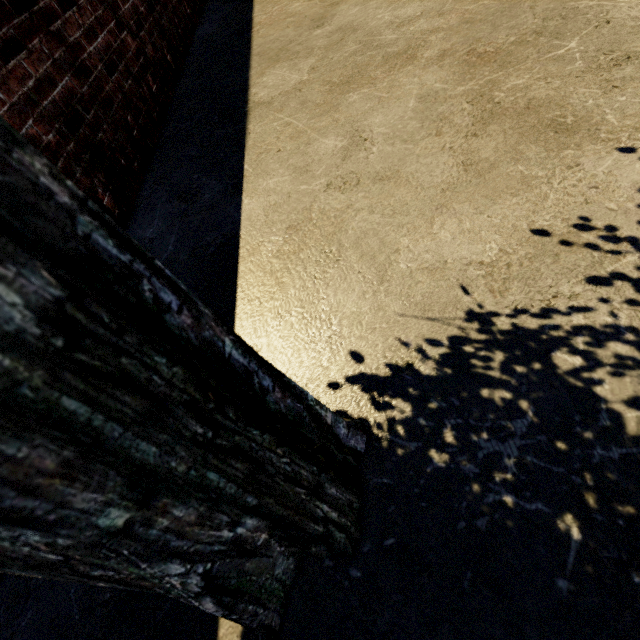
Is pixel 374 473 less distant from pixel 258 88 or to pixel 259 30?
pixel 258 88
